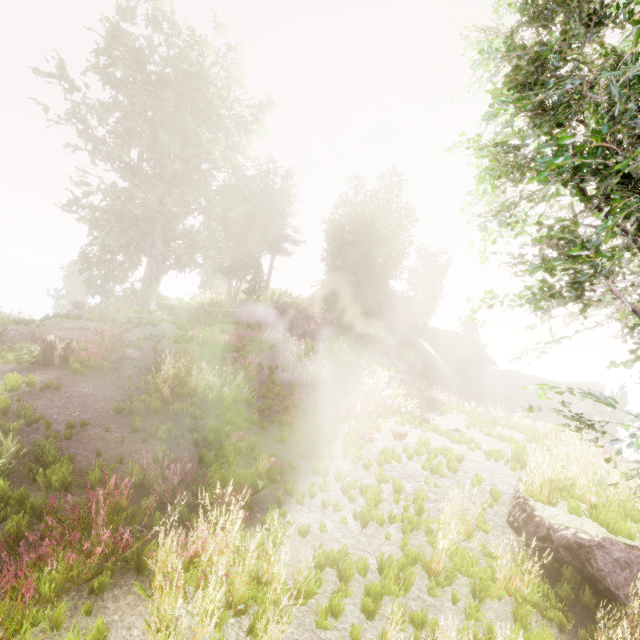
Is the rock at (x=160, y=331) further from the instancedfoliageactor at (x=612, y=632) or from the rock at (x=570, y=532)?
the rock at (x=570, y=532)

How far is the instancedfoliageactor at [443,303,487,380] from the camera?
4.6m

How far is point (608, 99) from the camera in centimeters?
360cm

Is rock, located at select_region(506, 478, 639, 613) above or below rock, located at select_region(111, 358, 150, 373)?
below

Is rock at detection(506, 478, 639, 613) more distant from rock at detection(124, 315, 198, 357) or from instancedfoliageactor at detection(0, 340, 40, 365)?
rock at detection(124, 315, 198, 357)

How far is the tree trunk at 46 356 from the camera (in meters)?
10.85

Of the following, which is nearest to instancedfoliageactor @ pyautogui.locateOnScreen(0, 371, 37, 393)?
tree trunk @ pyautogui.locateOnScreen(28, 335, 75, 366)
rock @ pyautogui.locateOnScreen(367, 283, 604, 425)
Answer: rock @ pyautogui.locateOnScreen(367, 283, 604, 425)

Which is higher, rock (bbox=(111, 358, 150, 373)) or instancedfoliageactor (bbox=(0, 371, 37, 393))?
rock (bbox=(111, 358, 150, 373))
